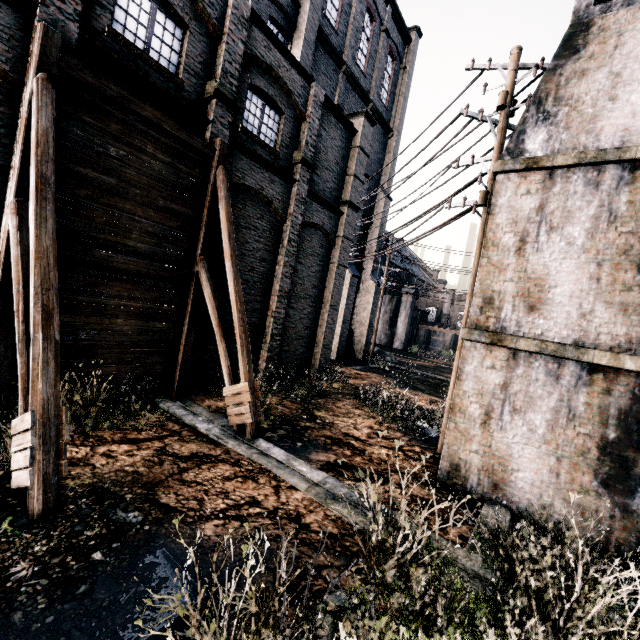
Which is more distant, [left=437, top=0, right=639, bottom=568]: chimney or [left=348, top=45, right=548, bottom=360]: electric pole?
[left=348, top=45, right=548, bottom=360]: electric pole

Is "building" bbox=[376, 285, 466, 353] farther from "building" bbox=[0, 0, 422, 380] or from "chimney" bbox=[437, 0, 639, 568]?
"chimney" bbox=[437, 0, 639, 568]

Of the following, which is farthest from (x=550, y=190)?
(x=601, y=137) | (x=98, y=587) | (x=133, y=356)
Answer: (x=133, y=356)

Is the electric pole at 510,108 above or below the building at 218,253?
above

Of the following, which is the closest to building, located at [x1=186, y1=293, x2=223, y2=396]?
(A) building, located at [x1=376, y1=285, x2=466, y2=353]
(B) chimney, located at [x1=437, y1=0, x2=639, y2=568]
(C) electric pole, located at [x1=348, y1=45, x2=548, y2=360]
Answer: (C) electric pole, located at [x1=348, y1=45, x2=548, y2=360]

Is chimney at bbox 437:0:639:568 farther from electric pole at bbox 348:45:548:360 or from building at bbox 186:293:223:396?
building at bbox 186:293:223:396

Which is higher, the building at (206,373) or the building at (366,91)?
the building at (366,91)
